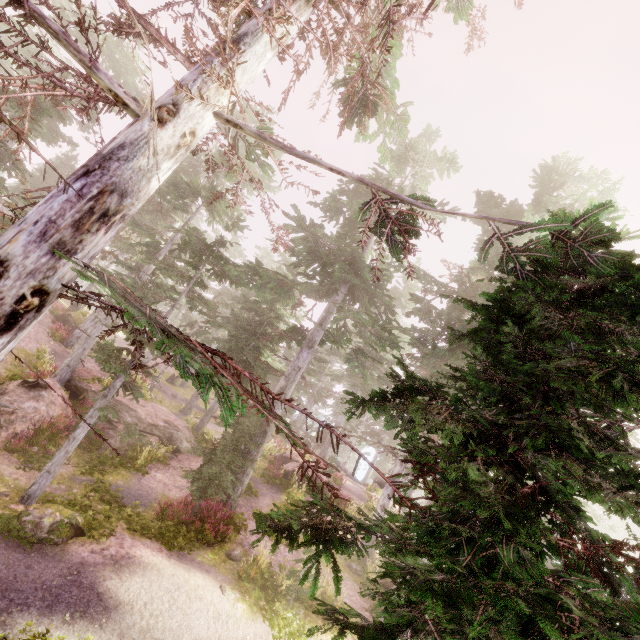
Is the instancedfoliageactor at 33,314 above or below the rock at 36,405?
above

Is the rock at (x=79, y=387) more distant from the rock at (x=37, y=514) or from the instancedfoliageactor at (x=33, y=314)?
the rock at (x=37, y=514)

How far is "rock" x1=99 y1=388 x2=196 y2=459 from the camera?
15.6 meters

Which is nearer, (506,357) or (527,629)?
(527,629)

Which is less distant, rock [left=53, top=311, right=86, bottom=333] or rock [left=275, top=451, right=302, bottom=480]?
rock [left=275, top=451, right=302, bottom=480]

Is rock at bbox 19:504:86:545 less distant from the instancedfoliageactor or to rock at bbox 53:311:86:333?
the instancedfoliageactor

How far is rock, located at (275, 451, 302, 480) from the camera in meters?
21.1 m
